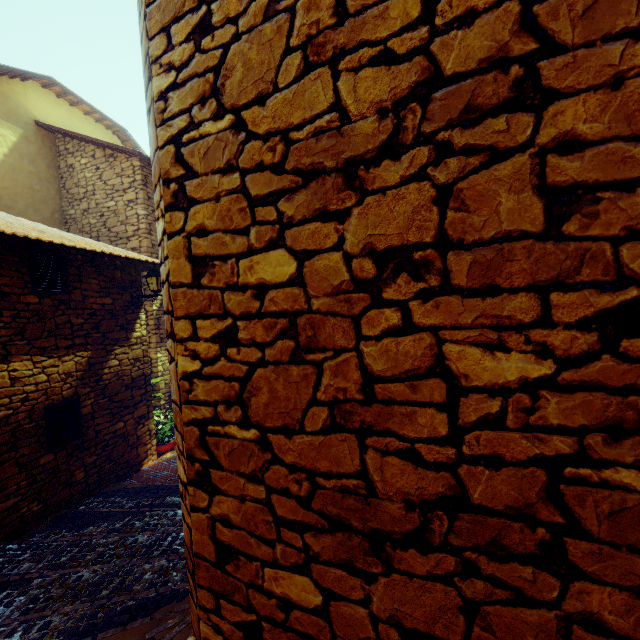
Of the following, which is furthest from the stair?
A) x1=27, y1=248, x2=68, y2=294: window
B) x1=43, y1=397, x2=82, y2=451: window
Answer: x1=27, y1=248, x2=68, y2=294: window

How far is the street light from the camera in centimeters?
669cm

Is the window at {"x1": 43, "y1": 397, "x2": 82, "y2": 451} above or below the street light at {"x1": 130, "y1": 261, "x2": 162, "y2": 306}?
below

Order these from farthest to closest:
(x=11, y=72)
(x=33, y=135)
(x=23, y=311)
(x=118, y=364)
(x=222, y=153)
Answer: (x=33, y=135), (x=11, y=72), (x=118, y=364), (x=23, y=311), (x=222, y=153)

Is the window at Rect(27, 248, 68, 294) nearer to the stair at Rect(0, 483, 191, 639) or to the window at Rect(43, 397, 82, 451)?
the window at Rect(43, 397, 82, 451)

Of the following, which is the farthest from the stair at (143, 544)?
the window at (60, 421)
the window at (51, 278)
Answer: the window at (51, 278)

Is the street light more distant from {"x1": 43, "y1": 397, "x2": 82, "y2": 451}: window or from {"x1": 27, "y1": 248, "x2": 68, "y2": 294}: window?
{"x1": 43, "y1": 397, "x2": 82, "y2": 451}: window

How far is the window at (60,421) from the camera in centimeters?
503cm
